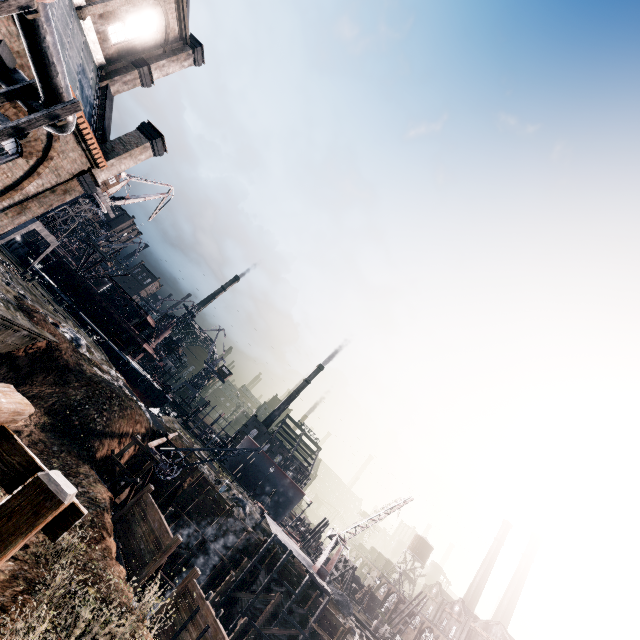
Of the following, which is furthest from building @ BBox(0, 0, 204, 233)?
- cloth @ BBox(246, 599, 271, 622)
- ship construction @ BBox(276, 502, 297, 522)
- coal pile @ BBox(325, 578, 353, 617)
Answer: ship construction @ BBox(276, 502, 297, 522)

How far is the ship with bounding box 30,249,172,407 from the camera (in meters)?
51.06

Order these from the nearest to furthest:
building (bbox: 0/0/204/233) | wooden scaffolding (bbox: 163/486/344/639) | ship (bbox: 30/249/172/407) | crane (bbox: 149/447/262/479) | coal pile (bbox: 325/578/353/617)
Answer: building (bbox: 0/0/204/233), crane (bbox: 149/447/262/479), wooden scaffolding (bbox: 163/486/344/639), coal pile (bbox: 325/578/353/617), ship (bbox: 30/249/172/407)

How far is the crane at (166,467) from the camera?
25.2 meters

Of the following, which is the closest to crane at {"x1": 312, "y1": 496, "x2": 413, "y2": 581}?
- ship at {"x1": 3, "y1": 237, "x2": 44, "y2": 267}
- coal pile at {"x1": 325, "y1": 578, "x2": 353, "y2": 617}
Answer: coal pile at {"x1": 325, "y1": 578, "x2": 353, "y2": 617}

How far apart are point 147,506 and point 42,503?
23.2m

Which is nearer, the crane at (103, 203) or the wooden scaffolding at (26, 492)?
the wooden scaffolding at (26, 492)

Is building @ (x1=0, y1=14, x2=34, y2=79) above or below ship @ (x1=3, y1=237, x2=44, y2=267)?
above
